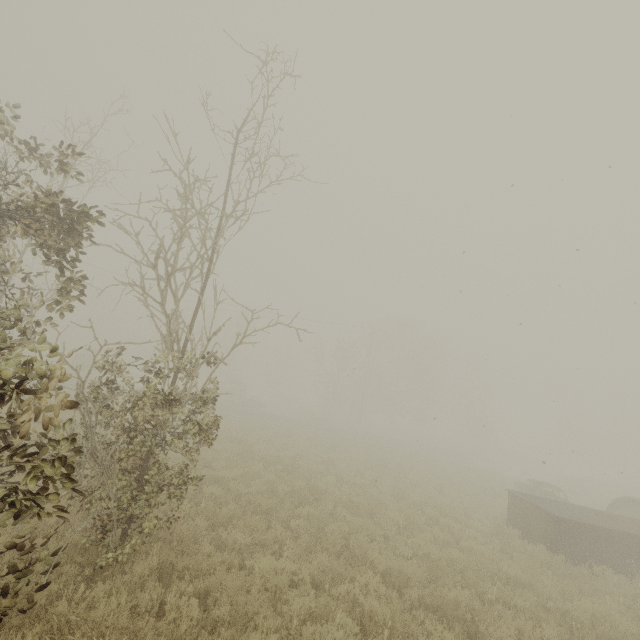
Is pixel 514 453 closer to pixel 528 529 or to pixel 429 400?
pixel 429 400

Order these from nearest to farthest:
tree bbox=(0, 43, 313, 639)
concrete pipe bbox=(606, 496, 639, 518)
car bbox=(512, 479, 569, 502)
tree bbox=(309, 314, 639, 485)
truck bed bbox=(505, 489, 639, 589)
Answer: tree bbox=(0, 43, 313, 639), truck bed bbox=(505, 489, 639, 589), concrete pipe bbox=(606, 496, 639, 518), car bbox=(512, 479, 569, 502), tree bbox=(309, 314, 639, 485)

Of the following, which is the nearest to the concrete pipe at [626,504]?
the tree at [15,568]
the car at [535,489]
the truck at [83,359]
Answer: the car at [535,489]

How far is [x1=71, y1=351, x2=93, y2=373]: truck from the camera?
31.33m

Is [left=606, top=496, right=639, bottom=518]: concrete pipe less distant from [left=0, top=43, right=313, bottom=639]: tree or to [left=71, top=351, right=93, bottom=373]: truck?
[left=0, top=43, right=313, bottom=639]: tree

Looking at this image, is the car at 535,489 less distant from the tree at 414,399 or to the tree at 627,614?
the tree at 414,399

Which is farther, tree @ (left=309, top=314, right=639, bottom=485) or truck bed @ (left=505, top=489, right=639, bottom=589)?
tree @ (left=309, top=314, right=639, bottom=485)

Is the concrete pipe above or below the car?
above
